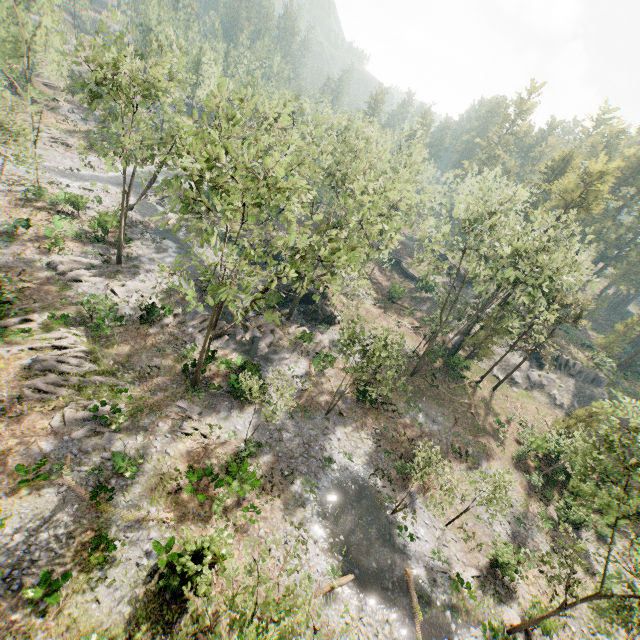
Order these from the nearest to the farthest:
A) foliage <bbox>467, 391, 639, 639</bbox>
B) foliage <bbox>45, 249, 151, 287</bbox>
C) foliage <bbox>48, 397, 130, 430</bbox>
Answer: foliage <bbox>467, 391, 639, 639</bbox> < foliage <bbox>48, 397, 130, 430</bbox> < foliage <bbox>45, 249, 151, 287</bbox>

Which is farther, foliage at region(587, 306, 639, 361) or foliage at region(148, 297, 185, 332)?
foliage at region(587, 306, 639, 361)

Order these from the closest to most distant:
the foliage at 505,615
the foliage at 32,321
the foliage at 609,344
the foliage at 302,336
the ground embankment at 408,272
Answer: the foliage at 505,615 → the foliage at 32,321 → the foliage at 302,336 → the foliage at 609,344 → the ground embankment at 408,272

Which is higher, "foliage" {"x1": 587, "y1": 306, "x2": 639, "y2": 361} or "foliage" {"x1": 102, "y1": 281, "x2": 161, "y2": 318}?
"foliage" {"x1": 587, "y1": 306, "x2": 639, "y2": 361}

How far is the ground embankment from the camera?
55.21m

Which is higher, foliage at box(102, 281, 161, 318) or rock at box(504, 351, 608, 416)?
rock at box(504, 351, 608, 416)

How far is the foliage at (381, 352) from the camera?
22.77m

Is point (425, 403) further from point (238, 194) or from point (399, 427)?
point (238, 194)
